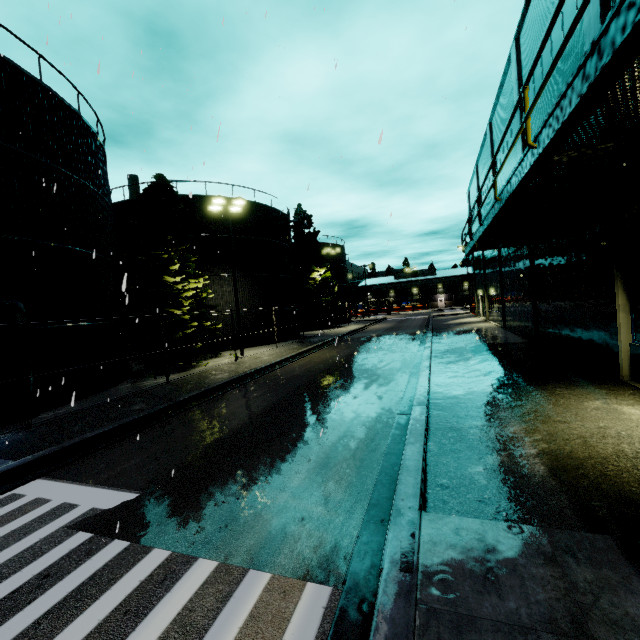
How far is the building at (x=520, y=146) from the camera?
15.86m

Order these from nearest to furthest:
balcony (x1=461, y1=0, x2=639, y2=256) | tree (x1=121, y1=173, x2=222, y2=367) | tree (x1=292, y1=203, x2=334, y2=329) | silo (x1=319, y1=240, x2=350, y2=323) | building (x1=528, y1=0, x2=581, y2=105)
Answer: balcony (x1=461, y1=0, x2=639, y2=256) < building (x1=528, y1=0, x2=581, y2=105) < tree (x1=121, y1=173, x2=222, y2=367) < tree (x1=292, y1=203, x2=334, y2=329) < silo (x1=319, y1=240, x2=350, y2=323)

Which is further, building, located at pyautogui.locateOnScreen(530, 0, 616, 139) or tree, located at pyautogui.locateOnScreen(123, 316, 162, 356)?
tree, located at pyautogui.locateOnScreen(123, 316, 162, 356)

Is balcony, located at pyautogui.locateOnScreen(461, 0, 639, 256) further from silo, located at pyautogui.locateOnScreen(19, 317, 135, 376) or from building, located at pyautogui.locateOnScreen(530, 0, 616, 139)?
silo, located at pyautogui.locateOnScreen(19, 317, 135, 376)

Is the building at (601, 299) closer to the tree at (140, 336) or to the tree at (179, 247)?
the tree at (140, 336)

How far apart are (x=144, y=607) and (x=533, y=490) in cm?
524

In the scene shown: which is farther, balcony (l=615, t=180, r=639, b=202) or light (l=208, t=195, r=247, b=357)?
light (l=208, t=195, r=247, b=357)

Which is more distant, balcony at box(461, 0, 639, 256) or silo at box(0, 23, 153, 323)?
silo at box(0, 23, 153, 323)
